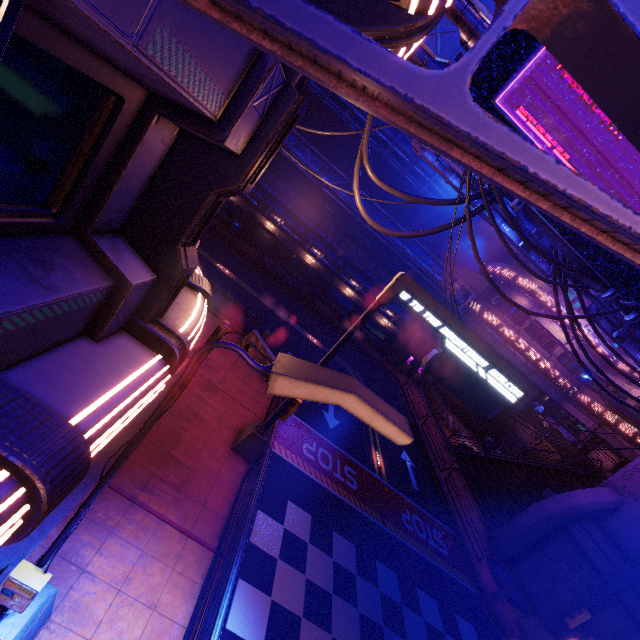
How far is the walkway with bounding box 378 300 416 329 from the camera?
32.8m

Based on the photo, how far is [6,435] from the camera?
2.0 meters

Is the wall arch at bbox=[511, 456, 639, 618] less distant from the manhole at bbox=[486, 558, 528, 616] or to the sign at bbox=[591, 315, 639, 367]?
the manhole at bbox=[486, 558, 528, 616]

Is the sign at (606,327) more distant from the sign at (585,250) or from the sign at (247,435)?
the sign at (247,435)

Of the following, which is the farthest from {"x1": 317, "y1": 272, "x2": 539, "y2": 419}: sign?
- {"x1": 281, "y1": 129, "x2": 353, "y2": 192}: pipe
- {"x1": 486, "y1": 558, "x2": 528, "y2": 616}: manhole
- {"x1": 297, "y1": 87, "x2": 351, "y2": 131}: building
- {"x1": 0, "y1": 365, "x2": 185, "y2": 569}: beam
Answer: {"x1": 297, "y1": 87, "x2": 351, "y2": 131}: building

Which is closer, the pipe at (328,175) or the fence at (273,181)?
the pipe at (328,175)

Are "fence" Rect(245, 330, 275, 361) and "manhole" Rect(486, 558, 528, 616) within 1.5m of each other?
no

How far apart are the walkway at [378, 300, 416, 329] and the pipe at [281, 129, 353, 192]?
2.8m
